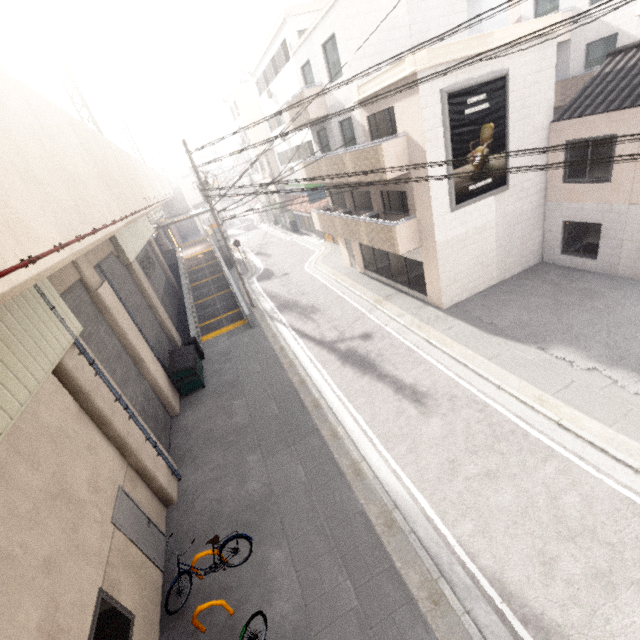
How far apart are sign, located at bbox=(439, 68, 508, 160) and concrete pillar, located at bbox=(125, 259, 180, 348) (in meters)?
14.60

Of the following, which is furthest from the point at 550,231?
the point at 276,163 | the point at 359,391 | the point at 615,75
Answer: the point at 276,163

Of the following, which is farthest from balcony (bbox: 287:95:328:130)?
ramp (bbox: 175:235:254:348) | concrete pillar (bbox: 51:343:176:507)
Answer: concrete pillar (bbox: 51:343:176:507)

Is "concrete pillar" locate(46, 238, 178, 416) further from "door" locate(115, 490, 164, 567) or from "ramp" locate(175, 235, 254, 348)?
"door" locate(115, 490, 164, 567)

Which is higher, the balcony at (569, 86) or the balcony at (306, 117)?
the balcony at (306, 117)

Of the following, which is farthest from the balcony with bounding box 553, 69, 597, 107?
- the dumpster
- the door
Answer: the door

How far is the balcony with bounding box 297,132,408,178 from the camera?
11.6 meters

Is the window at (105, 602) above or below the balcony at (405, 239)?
below
